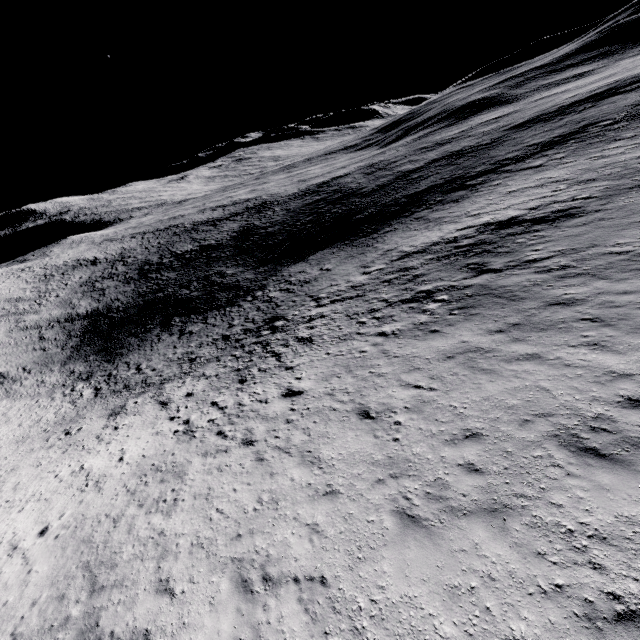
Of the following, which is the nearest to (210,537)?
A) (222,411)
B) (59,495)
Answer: (222,411)
